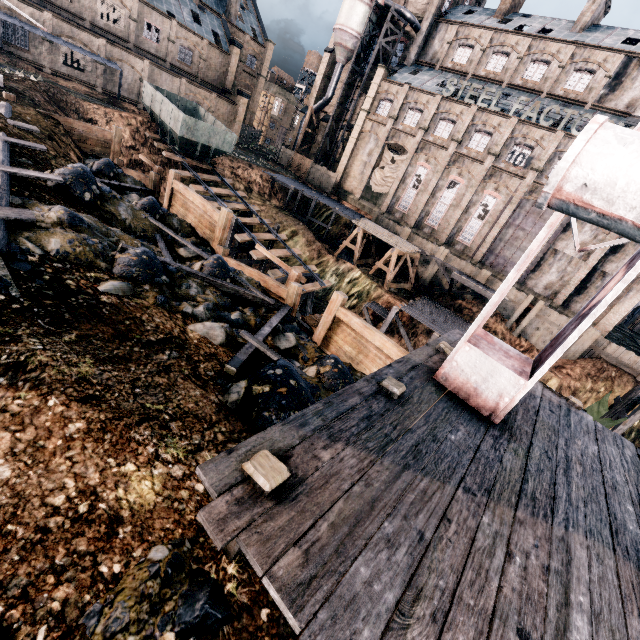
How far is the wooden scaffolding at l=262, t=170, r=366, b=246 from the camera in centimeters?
3800cm

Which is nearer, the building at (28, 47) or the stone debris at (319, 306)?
the stone debris at (319, 306)

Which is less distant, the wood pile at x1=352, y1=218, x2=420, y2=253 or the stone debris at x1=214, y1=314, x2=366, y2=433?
the stone debris at x1=214, y1=314, x2=366, y2=433

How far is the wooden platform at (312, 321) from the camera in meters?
12.5 m

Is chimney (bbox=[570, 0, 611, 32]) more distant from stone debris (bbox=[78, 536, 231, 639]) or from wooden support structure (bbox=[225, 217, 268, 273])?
stone debris (bbox=[78, 536, 231, 639])

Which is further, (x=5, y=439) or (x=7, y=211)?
(x=7, y=211)

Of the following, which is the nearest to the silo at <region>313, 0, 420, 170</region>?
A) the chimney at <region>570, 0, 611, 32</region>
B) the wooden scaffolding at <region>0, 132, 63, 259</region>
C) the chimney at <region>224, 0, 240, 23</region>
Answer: the chimney at <region>224, 0, 240, 23</region>

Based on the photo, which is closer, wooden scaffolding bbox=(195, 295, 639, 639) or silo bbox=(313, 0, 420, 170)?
wooden scaffolding bbox=(195, 295, 639, 639)
